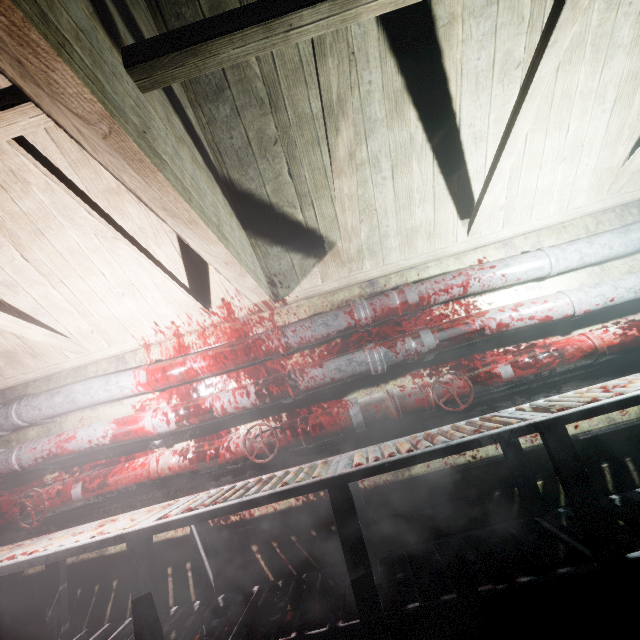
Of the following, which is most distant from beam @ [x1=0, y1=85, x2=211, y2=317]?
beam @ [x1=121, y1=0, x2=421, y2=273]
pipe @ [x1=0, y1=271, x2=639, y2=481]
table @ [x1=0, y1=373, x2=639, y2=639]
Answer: table @ [x1=0, y1=373, x2=639, y2=639]

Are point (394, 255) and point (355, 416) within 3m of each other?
yes

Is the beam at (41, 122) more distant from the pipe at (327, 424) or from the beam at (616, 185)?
the pipe at (327, 424)

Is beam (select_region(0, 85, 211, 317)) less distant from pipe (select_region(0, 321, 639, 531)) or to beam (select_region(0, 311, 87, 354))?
beam (select_region(0, 311, 87, 354))

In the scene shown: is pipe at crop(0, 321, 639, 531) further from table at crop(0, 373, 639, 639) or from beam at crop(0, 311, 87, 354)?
beam at crop(0, 311, 87, 354)

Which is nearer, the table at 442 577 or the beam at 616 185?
the table at 442 577

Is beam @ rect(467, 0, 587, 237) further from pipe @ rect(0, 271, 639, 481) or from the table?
the table

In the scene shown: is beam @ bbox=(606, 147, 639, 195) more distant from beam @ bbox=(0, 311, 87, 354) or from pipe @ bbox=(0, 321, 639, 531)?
beam @ bbox=(0, 311, 87, 354)
